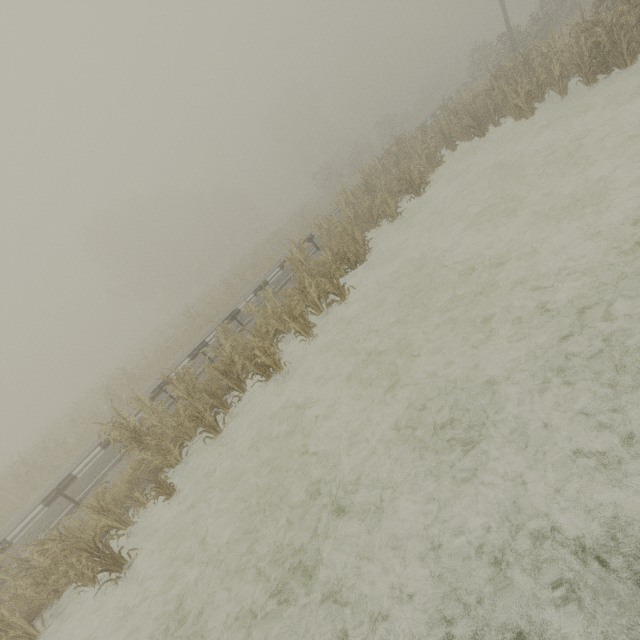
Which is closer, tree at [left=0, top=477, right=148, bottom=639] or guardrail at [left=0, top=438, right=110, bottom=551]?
tree at [left=0, top=477, right=148, bottom=639]

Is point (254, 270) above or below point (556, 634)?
above

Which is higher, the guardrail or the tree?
the guardrail

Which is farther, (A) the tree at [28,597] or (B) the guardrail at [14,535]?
(B) the guardrail at [14,535]

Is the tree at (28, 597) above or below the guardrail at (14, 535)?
below
